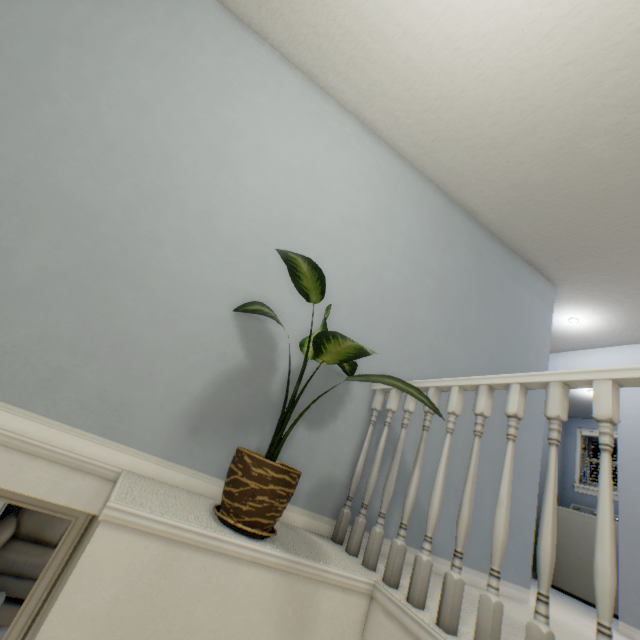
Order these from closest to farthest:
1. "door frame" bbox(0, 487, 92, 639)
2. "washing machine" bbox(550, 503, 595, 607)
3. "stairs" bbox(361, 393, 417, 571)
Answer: "stairs" bbox(361, 393, 417, 571)
"door frame" bbox(0, 487, 92, 639)
"washing machine" bbox(550, 503, 595, 607)

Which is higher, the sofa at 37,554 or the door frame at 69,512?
the door frame at 69,512

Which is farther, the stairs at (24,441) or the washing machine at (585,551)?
the washing machine at (585,551)

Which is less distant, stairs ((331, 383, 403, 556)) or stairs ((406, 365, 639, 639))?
stairs ((406, 365, 639, 639))

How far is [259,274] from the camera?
1.7 meters

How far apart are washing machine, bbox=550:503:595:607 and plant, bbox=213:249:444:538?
4.5 meters

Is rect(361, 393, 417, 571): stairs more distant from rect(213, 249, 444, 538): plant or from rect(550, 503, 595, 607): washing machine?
rect(550, 503, 595, 607): washing machine
